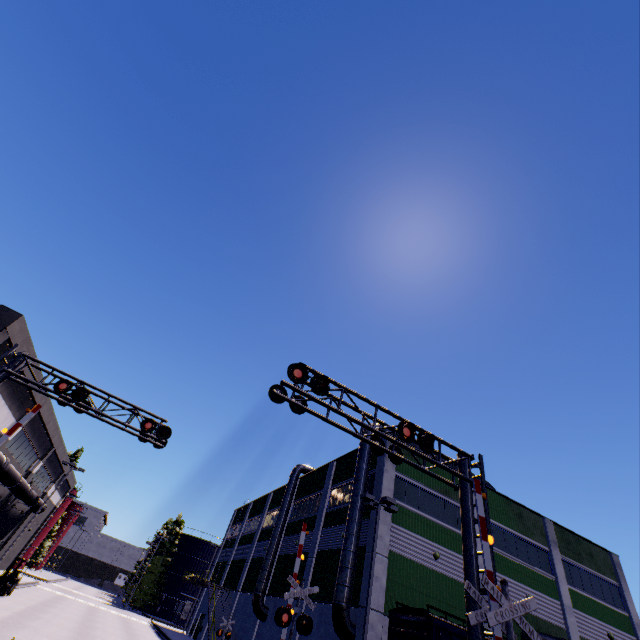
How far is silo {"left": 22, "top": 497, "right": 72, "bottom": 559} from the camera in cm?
5299

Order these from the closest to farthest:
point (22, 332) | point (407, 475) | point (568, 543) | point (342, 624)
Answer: point (342, 624), point (22, 332), point (407, 475), point (568, 543)

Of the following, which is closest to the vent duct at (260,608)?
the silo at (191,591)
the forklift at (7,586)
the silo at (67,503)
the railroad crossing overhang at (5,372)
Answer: the forklift at (7,586)

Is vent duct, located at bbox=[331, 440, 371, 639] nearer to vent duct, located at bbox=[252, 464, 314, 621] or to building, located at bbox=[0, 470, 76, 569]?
building, located at bbox=[0, 470, 76, 569]

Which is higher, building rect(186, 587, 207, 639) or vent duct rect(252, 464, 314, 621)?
vent duct rect(252, 464, 314, 621)

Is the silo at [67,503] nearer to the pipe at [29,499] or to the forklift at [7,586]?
the pipe at [29,499]

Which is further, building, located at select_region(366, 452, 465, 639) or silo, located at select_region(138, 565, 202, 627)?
silo, located at select_region(138, 565, 202, 627)

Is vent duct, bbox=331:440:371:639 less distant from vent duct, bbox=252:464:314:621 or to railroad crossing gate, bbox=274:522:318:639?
railroad crossing gate, bbox=274:522:318:639
